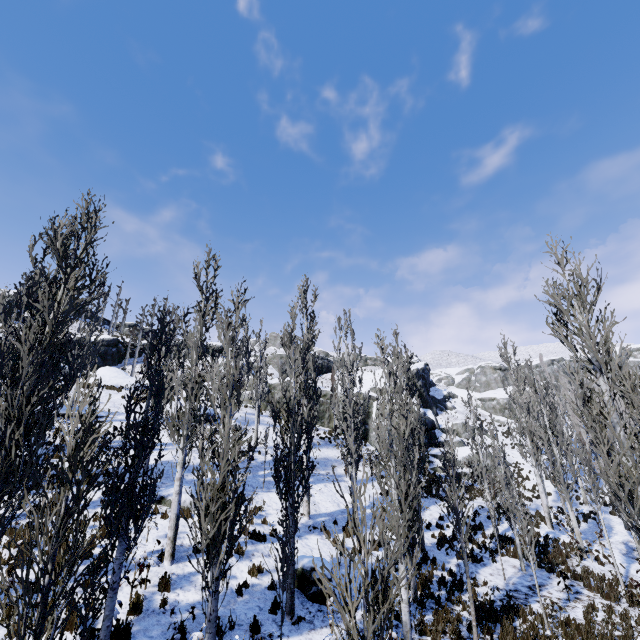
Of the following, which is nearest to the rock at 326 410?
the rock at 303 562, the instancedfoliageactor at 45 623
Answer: the instancedfoliageactor at 45 623

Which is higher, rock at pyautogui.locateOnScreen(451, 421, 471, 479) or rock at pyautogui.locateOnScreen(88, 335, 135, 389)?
rock at pyautogui.locateOnScreen(88, 335, 135, 389)

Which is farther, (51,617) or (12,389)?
(12,389)

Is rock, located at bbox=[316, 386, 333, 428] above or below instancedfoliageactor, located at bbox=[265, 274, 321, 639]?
above

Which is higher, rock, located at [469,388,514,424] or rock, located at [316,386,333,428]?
rock, located at [469,388,514,424]

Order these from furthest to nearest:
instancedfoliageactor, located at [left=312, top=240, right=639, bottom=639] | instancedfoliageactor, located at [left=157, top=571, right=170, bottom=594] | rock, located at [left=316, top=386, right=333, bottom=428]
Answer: rock, located at [left=316, top=386, right=333, bottom=428] → instancedfoliageactor, located at [left=157, top=571, right=170, bottom=594] → instancedfoliageactor, located at [left=312, top=240, right=639, bottom=639]

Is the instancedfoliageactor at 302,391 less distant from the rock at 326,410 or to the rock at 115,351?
the rock at 326,410

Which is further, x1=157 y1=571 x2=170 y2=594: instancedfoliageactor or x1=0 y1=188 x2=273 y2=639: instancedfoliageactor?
x1=157 y1=571 x2=170 y2=594: instancedfoliageactor
